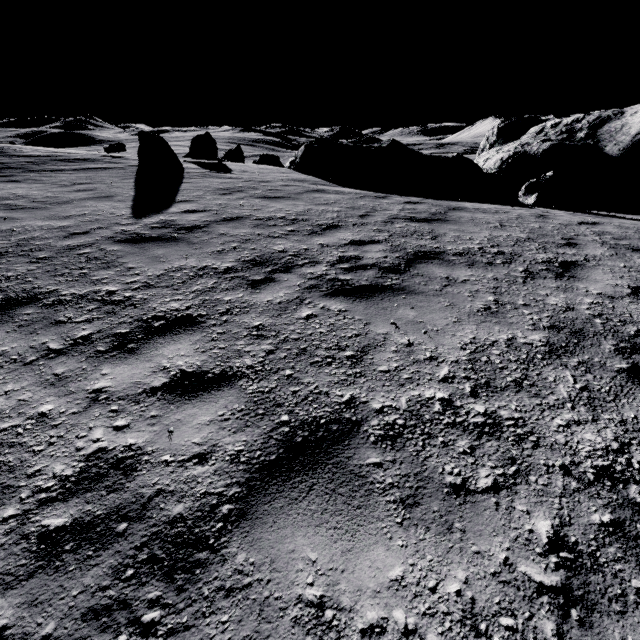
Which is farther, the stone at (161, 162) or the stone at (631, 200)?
the stone at (631, 200)

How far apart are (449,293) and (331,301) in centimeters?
157cm

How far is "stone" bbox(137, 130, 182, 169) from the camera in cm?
1162

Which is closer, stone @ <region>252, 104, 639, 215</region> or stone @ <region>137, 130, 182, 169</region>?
stone @ <region>137, 130, 182, 169</region>

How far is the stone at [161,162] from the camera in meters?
11.6 m
